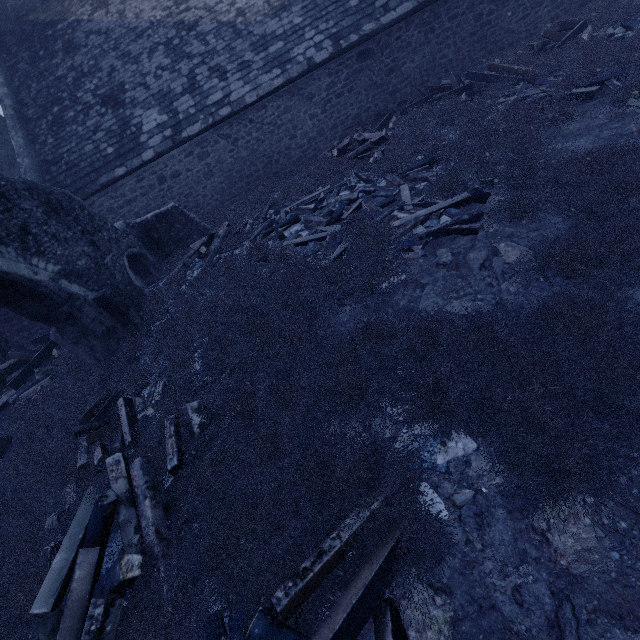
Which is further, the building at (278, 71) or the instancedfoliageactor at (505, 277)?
the building at (278, 71)

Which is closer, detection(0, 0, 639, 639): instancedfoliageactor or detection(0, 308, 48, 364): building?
detection(0, 0, 639, 639): instancedfoliageactor

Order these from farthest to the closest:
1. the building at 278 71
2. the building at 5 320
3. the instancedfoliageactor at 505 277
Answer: the building at 278 71 → the building at 5 320 → the instancedfoliageactor at 505 277

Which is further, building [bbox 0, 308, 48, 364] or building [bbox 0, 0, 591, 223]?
building [bbox 0, 0, 591, 223]

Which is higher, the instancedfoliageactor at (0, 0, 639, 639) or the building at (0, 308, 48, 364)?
the building at (0, 308, 48, 364)

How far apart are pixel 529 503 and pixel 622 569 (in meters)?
0.63

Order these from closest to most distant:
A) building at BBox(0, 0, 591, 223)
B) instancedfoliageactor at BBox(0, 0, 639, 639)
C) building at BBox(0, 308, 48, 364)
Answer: instancedfoliageactor at BBox(0, 0, 639, 639)
building at BBox(0, 308, 48, 364)
building at BBox(0, 0, 591, 223)
